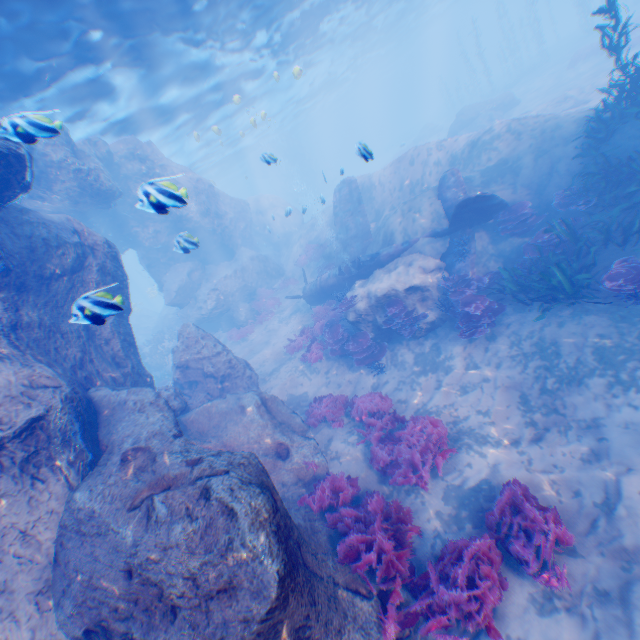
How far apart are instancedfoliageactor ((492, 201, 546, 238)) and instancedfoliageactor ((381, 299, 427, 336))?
3.9 meters

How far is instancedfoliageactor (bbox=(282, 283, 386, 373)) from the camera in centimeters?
1244cm

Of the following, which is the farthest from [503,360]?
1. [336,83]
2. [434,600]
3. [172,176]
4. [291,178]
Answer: [291,178]

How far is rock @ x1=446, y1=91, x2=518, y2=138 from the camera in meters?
26.3 m

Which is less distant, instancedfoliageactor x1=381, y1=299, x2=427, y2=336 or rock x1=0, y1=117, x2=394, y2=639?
rock x1=0, y1=117, x2=394, y2=639

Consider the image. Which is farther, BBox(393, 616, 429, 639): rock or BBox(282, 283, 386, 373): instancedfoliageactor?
BBox(282, 283, 386, 373): instancedfoliageactor

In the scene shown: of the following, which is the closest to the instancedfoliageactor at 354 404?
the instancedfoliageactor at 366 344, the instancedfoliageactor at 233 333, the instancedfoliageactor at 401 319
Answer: the instancedfoliageactor at 366 344

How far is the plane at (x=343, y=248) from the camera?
11.3m
